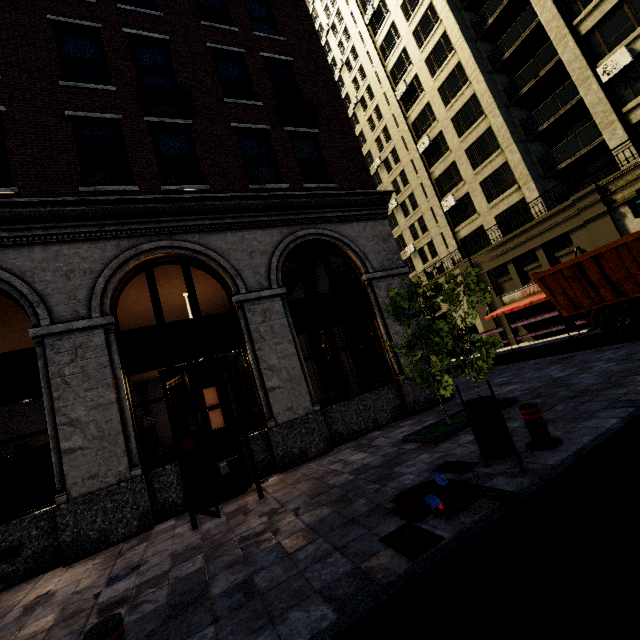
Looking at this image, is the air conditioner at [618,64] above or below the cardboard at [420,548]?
above

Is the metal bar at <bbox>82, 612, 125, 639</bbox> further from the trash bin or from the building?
the building

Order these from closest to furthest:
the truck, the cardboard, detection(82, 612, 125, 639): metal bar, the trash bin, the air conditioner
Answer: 1. detection(82, 612, 125, 639): metal bar
2. the cardboard
3. the trash bin
4. the truck
5. the air conditioner

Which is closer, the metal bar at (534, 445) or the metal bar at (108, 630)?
the metal bar at (108, 630)

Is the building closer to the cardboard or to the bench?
the bench

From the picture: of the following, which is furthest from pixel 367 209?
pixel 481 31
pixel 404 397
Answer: pixel 481 31

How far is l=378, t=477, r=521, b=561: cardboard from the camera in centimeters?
297cm

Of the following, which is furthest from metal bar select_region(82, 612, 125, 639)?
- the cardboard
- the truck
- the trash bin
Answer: the truck
